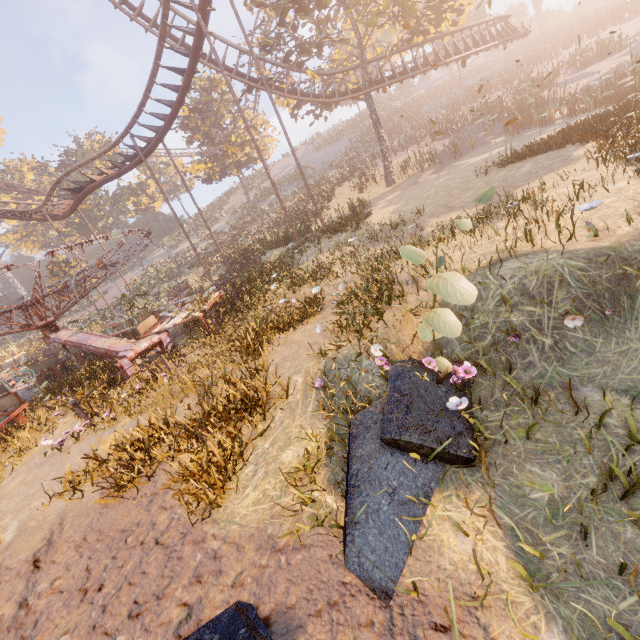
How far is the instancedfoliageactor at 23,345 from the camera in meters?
31.1 m

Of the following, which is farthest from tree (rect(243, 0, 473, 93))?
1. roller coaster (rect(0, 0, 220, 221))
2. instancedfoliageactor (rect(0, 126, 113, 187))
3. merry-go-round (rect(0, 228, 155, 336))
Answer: instancedfoliageactor (rect(0, 126, 113, 187))

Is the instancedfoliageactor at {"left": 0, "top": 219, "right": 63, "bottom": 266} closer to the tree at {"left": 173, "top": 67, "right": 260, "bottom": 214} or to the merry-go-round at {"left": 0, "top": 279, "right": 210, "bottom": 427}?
the merry-go-round at {"left": 0, "top": 279, "right": 210, "bottom": 427}

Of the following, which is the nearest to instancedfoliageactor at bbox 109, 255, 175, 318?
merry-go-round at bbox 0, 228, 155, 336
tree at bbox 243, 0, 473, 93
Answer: merry-go-round at bbox 0, 228, 155, 336

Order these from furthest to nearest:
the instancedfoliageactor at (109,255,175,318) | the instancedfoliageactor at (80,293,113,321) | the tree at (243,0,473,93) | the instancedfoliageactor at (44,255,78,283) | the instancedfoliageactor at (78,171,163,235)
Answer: the instancedfoliageactor at (78,171,163,235) → the instancedfoliageactor at (44,255,78,283) → the instancedfoliageactor at (80,293,113,321) → the tree at (243,0,473,93) → the instancedfoliageactor at (109,255,175,318)

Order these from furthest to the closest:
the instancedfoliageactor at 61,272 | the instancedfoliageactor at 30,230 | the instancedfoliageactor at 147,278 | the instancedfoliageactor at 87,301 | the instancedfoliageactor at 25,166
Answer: the instancedfoliageactor at 30,230 → the instancedfoliageactor at 25,166 → the instancedfoliageactor at 61,272 → the instancedfoliageactor at 87,301 → the instancedfoliageactor at 147,278

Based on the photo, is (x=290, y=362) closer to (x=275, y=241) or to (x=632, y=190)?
(x=632, y=190)
